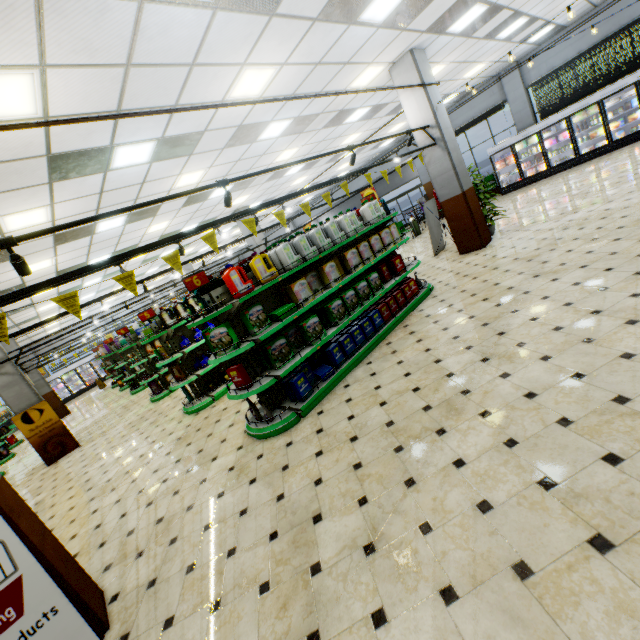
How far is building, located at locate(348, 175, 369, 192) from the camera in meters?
21.4 m

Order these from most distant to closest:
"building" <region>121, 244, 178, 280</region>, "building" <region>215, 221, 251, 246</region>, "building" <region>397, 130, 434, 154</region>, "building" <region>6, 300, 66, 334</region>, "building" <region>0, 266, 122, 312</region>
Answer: "building" <region>215, 221, 251, 246</region>, "building" <region>121, 244, 178, 280</region>, "building" <region>6, 300, 66, 334</region>, "building" <region>0, 266, 122, 312</region>, "building" <region>397, 130, 434, 154</region>

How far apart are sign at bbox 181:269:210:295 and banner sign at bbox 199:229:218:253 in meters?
0.6

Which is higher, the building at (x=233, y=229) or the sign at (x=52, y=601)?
the building at (x=233, y=229)

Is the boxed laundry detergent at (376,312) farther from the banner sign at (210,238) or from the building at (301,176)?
the banner sign at (210,238)

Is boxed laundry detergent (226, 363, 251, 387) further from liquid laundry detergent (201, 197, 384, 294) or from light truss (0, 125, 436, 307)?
light truss (0, 125, 436, 307)

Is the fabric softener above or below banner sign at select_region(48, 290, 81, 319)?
below

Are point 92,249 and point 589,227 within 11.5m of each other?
no
